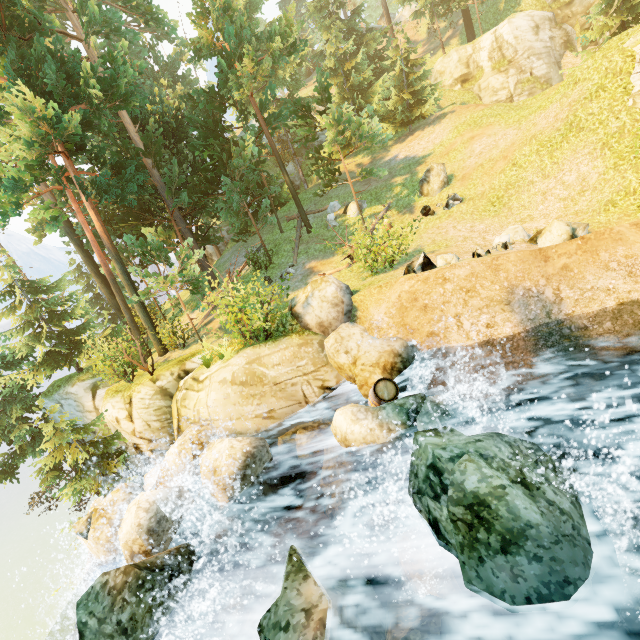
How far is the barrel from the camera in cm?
766

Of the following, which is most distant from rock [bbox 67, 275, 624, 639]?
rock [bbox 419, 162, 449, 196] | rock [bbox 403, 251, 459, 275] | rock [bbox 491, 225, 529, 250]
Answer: rock [bbox 419, 162, 449, 196]

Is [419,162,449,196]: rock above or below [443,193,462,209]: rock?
above

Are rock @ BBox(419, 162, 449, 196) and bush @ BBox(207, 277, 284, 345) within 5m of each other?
no

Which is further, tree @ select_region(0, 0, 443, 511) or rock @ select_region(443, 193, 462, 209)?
rock @ select_region(443, 193, 462, 209)

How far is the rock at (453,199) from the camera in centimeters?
1630cm

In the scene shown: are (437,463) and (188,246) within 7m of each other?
no

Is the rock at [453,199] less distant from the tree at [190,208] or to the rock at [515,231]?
the tree at [190,208]
